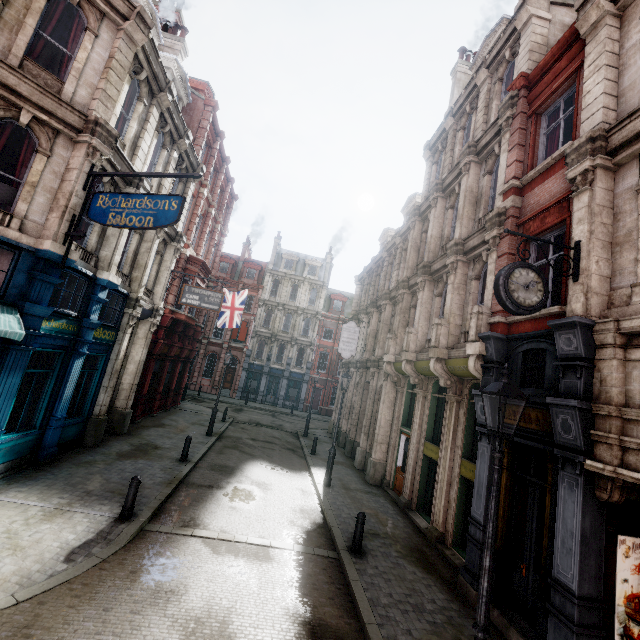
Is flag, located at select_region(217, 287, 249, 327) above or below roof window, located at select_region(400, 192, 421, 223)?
below

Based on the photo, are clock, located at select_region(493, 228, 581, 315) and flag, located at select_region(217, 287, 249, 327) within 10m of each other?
no

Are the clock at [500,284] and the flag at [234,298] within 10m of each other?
no

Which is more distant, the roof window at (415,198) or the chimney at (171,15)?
the roof window at (415,198)

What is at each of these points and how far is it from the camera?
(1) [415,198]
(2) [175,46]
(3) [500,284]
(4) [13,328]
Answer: (1) roof window, 20.5m
(2) chimney, 17.2m
(3) clock, 6.0m
(4) awning, 7.0m

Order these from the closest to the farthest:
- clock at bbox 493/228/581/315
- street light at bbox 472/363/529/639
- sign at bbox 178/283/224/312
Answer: street light at bbox 472/363/529/639 → clock at bbox 493/228/581/315 → sign at bbox 178/283/224/312

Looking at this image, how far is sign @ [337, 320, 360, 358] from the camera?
20.70m

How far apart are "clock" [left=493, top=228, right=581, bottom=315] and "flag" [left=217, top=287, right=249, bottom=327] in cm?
1932
